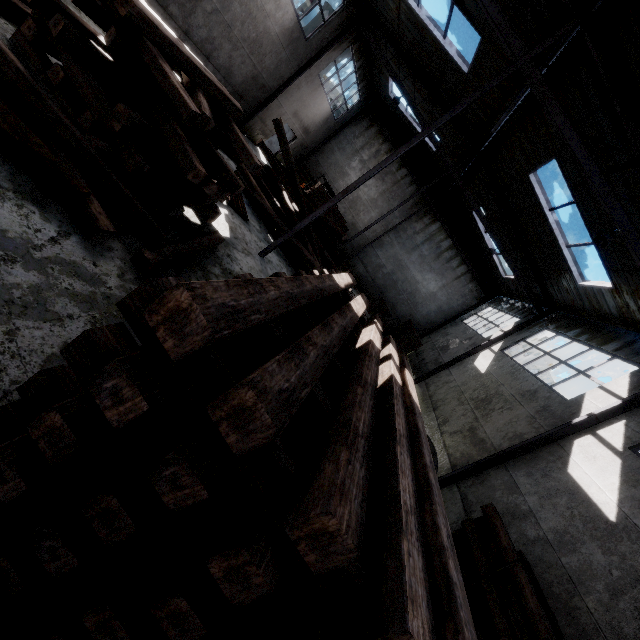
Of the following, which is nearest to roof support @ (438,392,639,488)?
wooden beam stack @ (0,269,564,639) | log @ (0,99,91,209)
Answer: wooden beam stack @ (0,269,564,639)

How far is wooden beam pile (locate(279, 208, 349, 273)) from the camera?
10.7 meters

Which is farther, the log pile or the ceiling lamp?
the log pile

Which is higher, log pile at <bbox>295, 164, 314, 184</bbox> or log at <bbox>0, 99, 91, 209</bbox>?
log pile at <bbox>295, 164, 314, 184</bbox>

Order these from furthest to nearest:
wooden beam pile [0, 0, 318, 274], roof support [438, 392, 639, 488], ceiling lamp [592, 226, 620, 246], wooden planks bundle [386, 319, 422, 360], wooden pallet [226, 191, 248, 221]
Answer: wooden planks bundle [386, 319, 422, 360], wooden pallet [226, 191, 248, 221], roof support [438, 392, 639, 488], ceiling lamp [592, 226, 620, 246], wooden beam pile [0, 0, 318, 274]

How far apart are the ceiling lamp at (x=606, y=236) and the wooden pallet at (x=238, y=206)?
8.49m

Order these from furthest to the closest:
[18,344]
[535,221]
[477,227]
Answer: [477,227]
[535,221]
[18,344]

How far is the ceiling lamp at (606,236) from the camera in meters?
6.9 m
